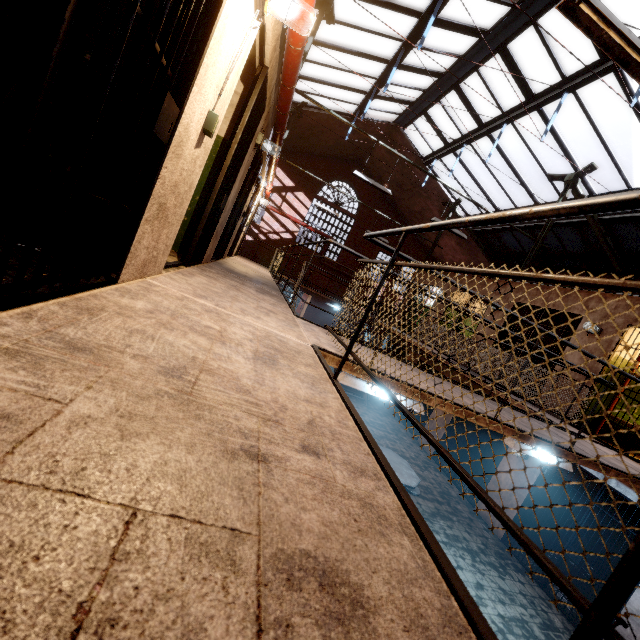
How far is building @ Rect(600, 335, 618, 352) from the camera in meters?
6.7

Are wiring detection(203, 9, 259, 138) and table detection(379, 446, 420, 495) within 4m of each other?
no

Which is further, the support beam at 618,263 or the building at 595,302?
the support beam at 618,263

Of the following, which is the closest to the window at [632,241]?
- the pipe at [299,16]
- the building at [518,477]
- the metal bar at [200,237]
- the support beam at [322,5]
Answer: the support beam at [322,5]

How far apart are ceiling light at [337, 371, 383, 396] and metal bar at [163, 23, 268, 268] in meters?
2.2 m

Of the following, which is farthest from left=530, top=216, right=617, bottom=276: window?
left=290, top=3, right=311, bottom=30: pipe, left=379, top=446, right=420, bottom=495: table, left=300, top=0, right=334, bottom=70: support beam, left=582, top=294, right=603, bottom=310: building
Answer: left=379, top=446, right=420, bottom=495: table

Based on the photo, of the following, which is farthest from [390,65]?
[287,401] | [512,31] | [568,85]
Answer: [287,401]

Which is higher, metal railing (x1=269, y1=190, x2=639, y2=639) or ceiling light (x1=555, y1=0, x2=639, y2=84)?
ceiling light (x1=555, y1=0, x2=639, y2=84)
